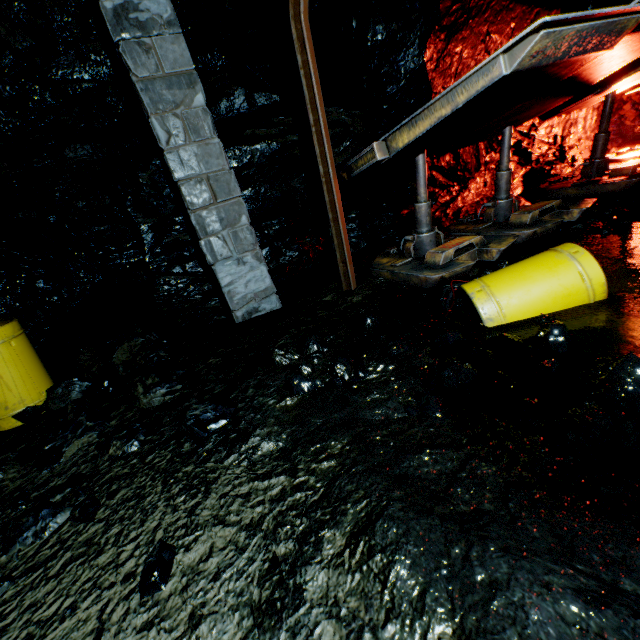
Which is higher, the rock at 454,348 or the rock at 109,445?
the rock at 109,445

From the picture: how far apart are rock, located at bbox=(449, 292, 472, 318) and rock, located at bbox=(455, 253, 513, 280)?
1.06m

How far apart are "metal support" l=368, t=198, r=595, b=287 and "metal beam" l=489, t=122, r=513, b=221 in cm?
79

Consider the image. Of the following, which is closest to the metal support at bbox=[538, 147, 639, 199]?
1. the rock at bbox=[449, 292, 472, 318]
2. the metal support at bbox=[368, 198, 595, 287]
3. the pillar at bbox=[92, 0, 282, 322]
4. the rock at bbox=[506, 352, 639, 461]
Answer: the metal support at bbox=[368, 198, 595, 287]

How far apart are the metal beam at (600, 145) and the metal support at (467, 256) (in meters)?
3.66

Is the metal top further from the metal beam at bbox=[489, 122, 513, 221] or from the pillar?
the pillar

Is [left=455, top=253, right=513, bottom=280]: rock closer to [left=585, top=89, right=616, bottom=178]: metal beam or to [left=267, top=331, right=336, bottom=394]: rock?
[left=267, top=331, right=336, bottom=394]: rock

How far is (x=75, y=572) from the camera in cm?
178
